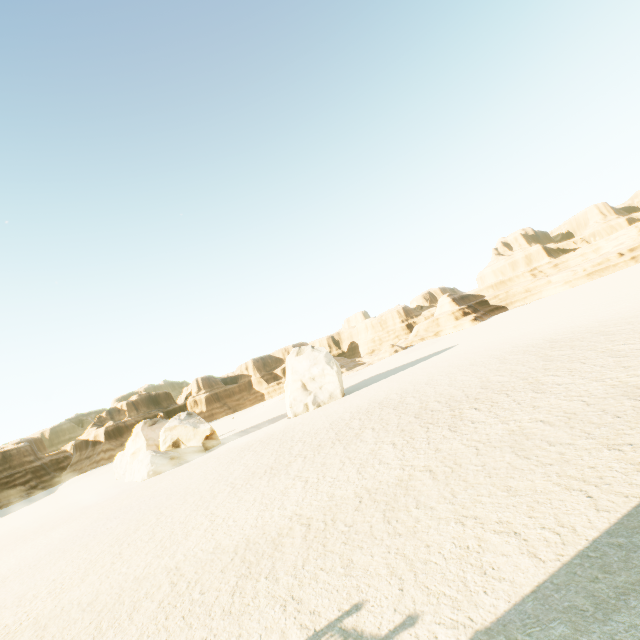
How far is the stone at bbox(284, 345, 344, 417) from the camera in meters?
34.4 m

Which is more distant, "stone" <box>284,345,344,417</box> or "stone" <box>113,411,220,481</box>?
"stone" <box>284,345,344,417</box>

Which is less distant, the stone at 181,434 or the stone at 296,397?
the stone at 181,434

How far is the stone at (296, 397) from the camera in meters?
34.4

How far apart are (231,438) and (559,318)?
36.41m

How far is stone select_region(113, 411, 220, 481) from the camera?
30.95m
